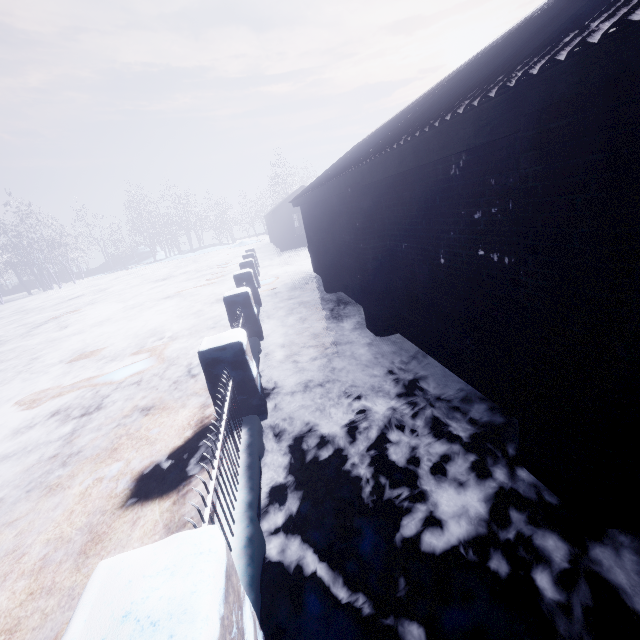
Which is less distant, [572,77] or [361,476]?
[572,77]
